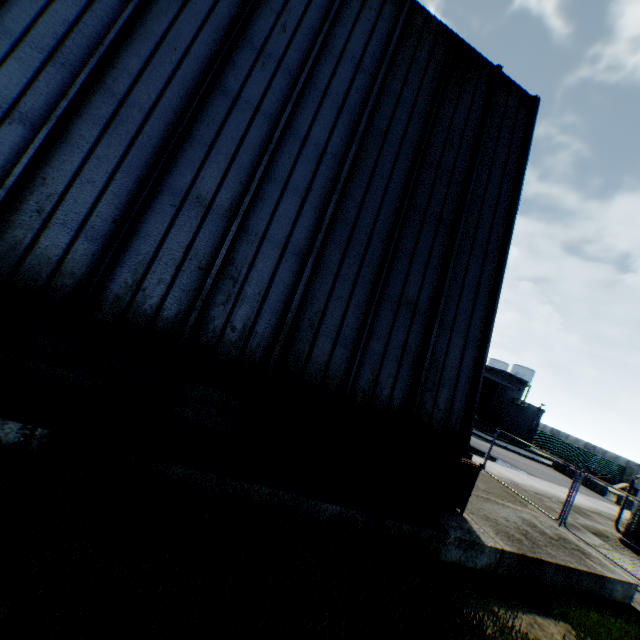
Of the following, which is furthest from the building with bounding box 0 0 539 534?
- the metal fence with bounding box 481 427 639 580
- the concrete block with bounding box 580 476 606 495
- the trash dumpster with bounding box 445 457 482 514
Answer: the concrete block with bounding box 580 476 606 495

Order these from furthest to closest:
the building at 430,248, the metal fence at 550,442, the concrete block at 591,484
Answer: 1. the concrete block at 591,484
2. the metal fence at 550,442
3. the building at 430,248

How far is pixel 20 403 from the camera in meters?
4.4

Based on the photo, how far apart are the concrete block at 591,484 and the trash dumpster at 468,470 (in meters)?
26.79

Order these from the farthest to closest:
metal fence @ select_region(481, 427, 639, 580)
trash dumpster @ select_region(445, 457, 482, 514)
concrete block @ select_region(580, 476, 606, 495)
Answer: concrete block @ select_region(580, 476, 606, 495)
metal fence @ select_region(481, 427, 639, 580)
trash dumpster @ select_region(445, 457, 482, 514)

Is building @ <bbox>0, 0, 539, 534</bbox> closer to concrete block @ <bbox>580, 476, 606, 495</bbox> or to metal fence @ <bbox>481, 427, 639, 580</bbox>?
metal fence @ <bbox>481, 427, 639, 580</bbox>

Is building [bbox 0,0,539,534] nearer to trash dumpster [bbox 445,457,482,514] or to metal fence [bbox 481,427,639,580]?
trash dumpster [bbox 445,457,482,514]

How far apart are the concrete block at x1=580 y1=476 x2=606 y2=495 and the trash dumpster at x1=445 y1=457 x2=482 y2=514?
26.8m
